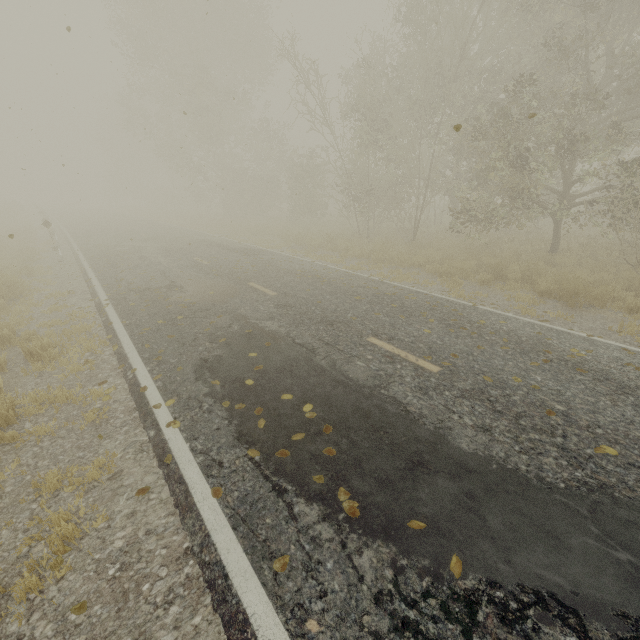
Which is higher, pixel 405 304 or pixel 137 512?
pixel 405 304

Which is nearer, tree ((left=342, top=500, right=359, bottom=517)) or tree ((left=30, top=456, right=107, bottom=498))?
tree ((left=342, top=500, right=359, bottom=517))

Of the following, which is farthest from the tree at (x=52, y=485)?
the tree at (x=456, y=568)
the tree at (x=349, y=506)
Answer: the tree at (x=456, y=568)

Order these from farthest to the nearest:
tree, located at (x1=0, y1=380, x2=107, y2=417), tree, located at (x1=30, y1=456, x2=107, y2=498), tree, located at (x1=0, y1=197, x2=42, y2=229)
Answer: tree, located at (x1=0, y1=197, x2=42, y2=229)
tree, located at (x1=0, y1=380, x2=107, y2=417)
tree, located at (x1=30, y1=456, x2=107, y2=498)

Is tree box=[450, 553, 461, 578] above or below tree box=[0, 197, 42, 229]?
below

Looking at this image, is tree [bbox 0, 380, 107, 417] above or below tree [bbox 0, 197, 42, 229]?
below

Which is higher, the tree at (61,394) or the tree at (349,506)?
the tree at (349,506)

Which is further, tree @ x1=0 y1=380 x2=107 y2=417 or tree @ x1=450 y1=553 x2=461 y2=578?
tree @ x1=0 y1=380 x2=107 y2=417
